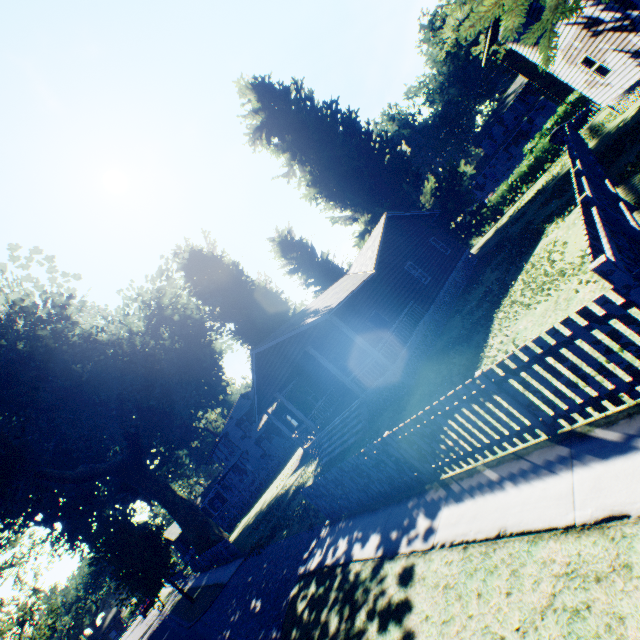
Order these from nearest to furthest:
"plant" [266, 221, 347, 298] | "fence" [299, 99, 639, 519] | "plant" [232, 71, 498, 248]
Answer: "fence" [299, 99, 639, 519] → "plant" [232, 71, 498, 248] → "plant" [266, 221, 347, 298]

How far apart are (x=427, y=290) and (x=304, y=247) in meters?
19.0

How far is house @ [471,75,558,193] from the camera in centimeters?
5122cm

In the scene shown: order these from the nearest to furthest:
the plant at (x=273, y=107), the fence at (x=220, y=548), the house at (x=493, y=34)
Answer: the house at (x=493, y=34), the fence at (x=220, y=548), the plant at (x=273, y=107)

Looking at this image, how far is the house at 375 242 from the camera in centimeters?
1450cm

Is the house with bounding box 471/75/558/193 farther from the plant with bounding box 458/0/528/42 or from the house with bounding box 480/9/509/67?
the house with bounding box 480/9/509/67

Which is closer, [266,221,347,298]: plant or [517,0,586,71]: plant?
[517,0,586,71]: plant

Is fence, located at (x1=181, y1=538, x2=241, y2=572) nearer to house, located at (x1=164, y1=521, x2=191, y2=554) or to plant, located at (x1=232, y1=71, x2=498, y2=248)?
plant, located at (x1=232, y1=71, x2=498, y2=248)
